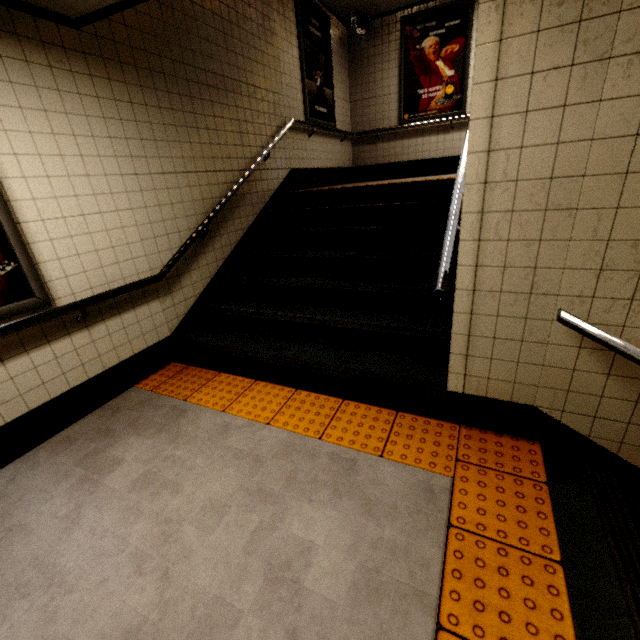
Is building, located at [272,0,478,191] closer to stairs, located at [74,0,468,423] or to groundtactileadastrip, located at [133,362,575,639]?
stairs, located at [74,0,468,423]

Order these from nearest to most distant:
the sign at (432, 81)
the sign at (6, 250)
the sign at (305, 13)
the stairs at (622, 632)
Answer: the stairs at (622, 632) < the sign at (6, 250) < the sign at (305, 13) < the sign at (432, 81)

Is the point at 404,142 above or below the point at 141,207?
above

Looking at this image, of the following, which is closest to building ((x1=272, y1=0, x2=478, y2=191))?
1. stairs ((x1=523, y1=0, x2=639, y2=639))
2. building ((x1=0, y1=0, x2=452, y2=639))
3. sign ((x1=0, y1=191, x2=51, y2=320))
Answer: stairs ((x1=523, y1=0, x2=639, y2=639))

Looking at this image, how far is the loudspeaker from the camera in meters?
5.9

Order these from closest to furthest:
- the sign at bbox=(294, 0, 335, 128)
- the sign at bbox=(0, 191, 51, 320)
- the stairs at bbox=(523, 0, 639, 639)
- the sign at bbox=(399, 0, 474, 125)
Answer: the stairs at bbox=(523, 0, 639, 639)
the sign at bbox=(0, 191, 51, 320)
the sign at bbox=(294, 0, 335, 128)
the sign at bbox=(399, 0, 474, 125)

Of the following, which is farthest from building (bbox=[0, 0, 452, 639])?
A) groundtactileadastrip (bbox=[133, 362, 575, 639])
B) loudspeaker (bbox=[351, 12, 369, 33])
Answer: loudspeaker (bbox=[351, 12, 369, 33])

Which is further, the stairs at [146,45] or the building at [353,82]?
the building at [353,82]
